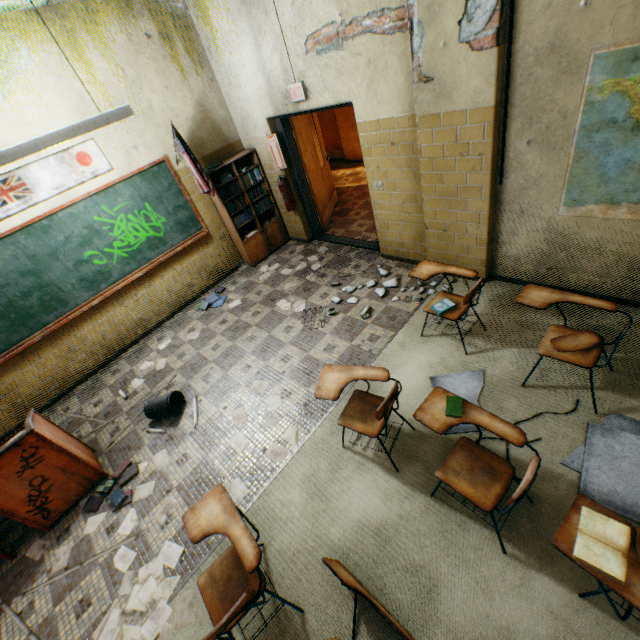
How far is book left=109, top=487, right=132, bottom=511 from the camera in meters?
3.2

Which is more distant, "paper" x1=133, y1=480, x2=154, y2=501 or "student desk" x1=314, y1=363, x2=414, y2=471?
"paper" x1=133, y1=480, x2=154, y2=501

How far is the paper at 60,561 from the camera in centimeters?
294cm

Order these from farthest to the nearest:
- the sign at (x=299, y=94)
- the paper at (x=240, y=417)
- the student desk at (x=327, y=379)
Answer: the sign at (x=299, y=94), the paper at (x=240, y=417), the student desk at (x=327, y=379)

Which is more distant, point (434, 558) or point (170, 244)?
point (170, 244)

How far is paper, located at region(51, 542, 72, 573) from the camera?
2.9m

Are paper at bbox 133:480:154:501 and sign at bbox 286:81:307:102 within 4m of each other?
no

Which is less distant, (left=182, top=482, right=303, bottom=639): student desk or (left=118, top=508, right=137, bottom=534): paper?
(left=182, top=482, right=303, bottom=639): student desk
